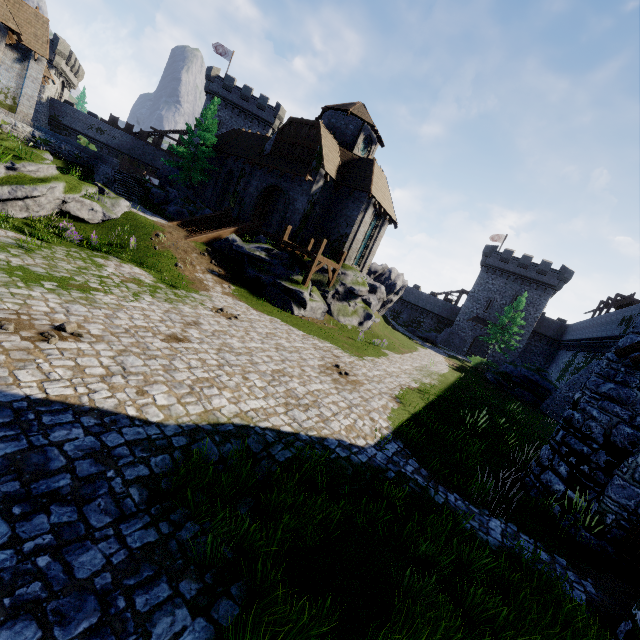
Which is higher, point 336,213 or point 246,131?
point 246,131

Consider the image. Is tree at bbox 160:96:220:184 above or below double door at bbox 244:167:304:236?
above

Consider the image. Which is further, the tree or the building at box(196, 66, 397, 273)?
the tree

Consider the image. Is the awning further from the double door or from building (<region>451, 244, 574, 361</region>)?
building (<region>451, 244, 574, 361</region>)

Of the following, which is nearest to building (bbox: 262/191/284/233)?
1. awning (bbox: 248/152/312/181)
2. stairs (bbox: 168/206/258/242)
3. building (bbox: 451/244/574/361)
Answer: awning (bbox: 248/152/312/181)

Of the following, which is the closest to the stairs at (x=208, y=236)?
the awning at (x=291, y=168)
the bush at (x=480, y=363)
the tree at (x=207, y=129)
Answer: the awning at (x=291, y=168)

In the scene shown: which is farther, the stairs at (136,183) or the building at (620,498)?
the stairs at (136,183)

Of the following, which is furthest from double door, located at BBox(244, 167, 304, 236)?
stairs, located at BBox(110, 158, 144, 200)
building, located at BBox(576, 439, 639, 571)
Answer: building, located at BBox(576, 439, 639, 571)
